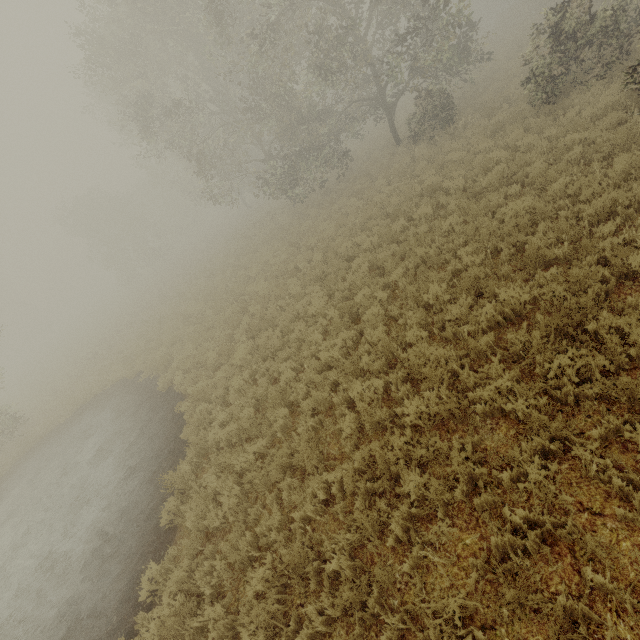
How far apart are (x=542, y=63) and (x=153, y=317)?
24.31m
